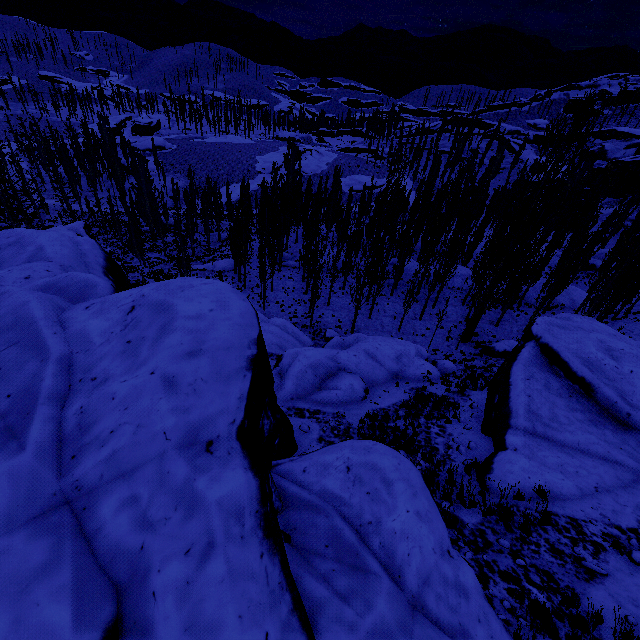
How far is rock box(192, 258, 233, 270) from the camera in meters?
44.1

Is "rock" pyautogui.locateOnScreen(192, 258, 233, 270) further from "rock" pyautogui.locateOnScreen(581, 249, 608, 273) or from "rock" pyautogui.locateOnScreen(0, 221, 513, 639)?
"rock" pyautogui.locateOnScreen(581, 249, 608, 273)

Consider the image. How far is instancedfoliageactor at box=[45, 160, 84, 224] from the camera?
53.1m

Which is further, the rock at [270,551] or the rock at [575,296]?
the rock at [575,296]

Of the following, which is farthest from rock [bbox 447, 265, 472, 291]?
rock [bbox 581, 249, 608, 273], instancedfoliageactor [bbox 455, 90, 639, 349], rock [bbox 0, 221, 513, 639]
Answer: rock [bbox 0, 221, 513, 639]

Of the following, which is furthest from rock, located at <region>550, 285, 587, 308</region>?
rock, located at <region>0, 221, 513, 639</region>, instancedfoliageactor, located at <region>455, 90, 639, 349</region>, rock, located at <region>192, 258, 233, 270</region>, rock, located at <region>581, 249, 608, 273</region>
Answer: rock, located at <region>0, 221, 513, 639</region>

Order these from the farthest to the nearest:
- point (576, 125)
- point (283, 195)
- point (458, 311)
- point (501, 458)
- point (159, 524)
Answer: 1. point (283, 195)
2. point (458, 311)
3. point (576, 125)
4. point (501, 458)
5. point (159, 524)

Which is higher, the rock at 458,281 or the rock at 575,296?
the rock at 575,296
